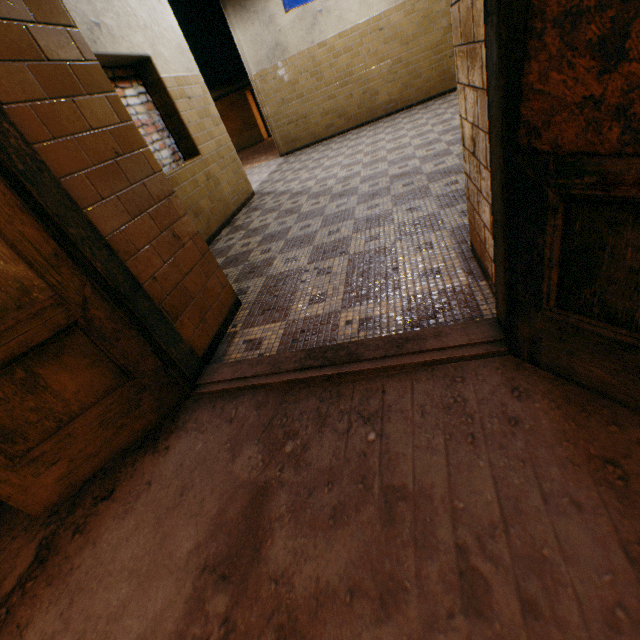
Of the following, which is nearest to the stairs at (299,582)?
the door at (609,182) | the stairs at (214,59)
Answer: the door at (609,182)

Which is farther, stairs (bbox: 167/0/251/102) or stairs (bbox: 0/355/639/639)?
stairs (bbox: 167/0/251/102)

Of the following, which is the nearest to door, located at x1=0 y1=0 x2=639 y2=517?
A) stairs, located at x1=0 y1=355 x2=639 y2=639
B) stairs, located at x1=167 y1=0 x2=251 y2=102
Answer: stairs, located at x1=0 y1=355 x2=639 y2=639

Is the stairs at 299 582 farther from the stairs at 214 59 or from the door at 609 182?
the stairs at 214 59

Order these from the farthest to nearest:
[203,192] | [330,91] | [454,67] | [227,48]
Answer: [227,48]
[330,91]
[454,67]
[203,192]

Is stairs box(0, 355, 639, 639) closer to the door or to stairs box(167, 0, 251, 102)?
the door

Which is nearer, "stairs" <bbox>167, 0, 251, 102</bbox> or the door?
the door
